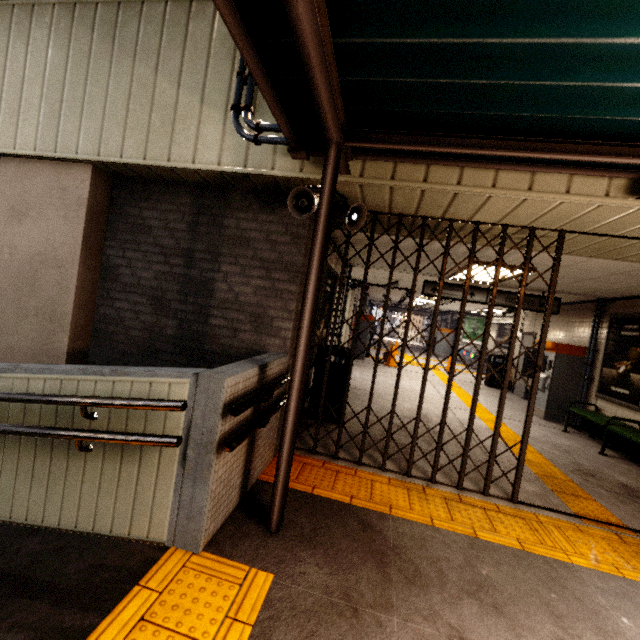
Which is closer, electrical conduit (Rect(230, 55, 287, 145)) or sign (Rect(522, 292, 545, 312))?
electrical conduit (Rect(230, 55, 287, 145))

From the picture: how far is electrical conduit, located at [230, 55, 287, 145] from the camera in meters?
3.1

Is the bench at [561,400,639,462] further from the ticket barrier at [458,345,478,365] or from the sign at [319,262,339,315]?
the ticket barrier at [458,345,478,365]

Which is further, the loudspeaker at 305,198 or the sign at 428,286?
the sign at 428,286

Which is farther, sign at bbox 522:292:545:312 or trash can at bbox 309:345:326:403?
sign at bbox 522:292:545:312

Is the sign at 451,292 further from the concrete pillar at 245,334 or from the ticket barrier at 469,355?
the ticket barrier at 469,355

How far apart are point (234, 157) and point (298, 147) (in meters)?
0.82

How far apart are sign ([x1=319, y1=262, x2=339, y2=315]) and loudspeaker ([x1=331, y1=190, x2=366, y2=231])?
1.63m
